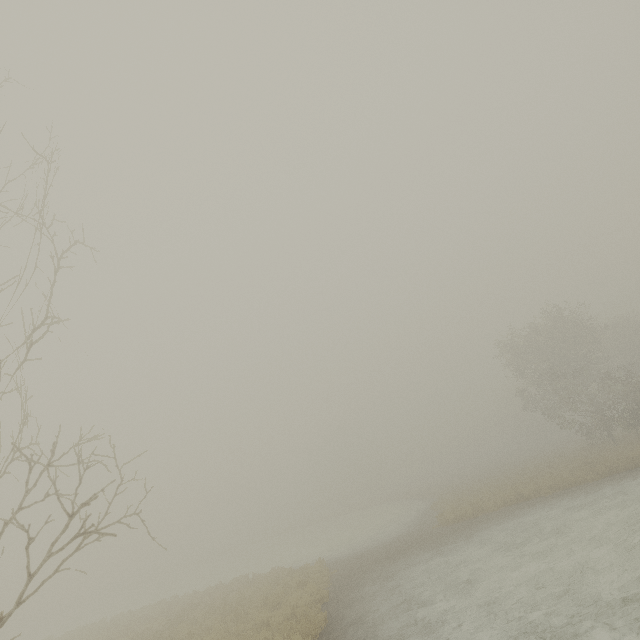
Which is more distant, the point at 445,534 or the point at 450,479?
the point at 450,479
